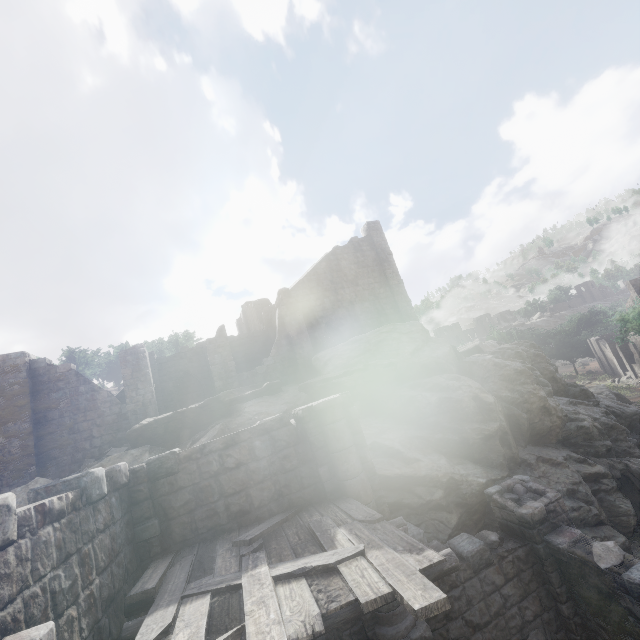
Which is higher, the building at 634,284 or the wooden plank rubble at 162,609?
the building at 634,284

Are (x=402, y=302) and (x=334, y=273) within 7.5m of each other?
yes

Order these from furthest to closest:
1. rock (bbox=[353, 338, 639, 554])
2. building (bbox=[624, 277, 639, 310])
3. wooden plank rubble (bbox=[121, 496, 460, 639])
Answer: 1. building (bbox=[624, 277, 639, 310])
2. rock (bbox=[353, 338, 639, 554])
3. wooden plank rubble (bbox=[121, 496, 460, 639])

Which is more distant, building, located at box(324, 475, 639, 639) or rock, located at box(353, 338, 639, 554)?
rock, located at box(353, 338, 639, 554)

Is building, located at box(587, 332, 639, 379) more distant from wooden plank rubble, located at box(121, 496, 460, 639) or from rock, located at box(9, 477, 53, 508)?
wooden plank rubble, located at box(121, 496, 460, 639)

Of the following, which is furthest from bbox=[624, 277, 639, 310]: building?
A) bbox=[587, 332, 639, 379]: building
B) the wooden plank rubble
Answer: bbox=[587, 332, 639, 379]: building

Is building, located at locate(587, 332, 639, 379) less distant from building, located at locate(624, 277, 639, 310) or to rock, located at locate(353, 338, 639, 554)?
building, located at locate(624, 277, 639, 310)

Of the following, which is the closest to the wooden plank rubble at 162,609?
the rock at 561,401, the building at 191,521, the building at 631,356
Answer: the building at 191,521
